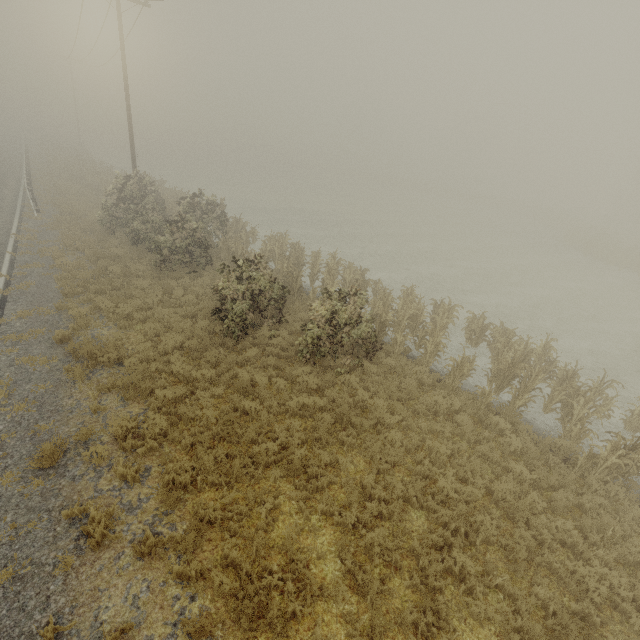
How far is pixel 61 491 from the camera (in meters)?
6.54
